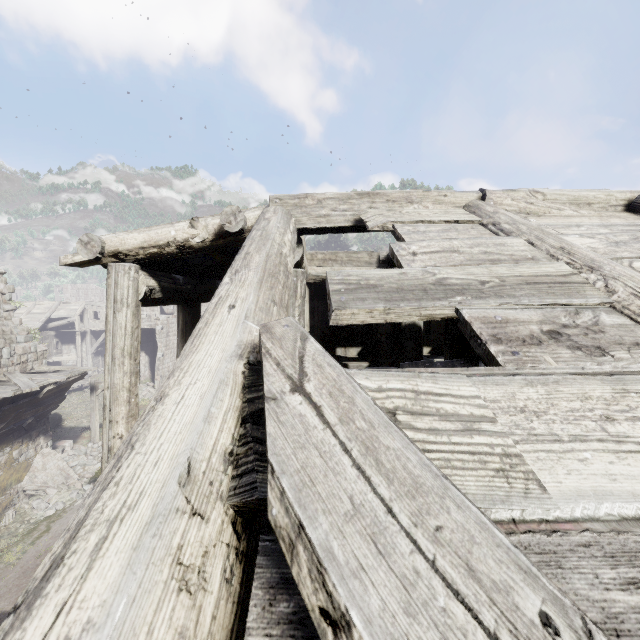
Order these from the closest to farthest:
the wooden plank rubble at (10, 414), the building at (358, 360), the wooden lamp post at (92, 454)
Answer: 1. the building at (358, 360)
2. the wooden plank rubble at (10, 414)
3. the wooden lamp post at (92, 454)

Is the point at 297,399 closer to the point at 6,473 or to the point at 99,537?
the point at 99,537

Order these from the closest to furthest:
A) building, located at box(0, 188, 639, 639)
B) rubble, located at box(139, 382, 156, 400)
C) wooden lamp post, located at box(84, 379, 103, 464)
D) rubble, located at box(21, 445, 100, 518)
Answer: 1. building, located at box(0, 188, 639, 639)
2. rubble, located at box(21, 445, 100, 518)
3. wooden lamp post, located at box(84, 379, 103, 464)
4. rubble, located at box(139, 382, 156, 400)

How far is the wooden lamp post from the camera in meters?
17.7

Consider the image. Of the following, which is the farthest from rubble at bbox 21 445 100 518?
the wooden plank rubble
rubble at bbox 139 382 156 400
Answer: rubble at bbox 139 382 156 400

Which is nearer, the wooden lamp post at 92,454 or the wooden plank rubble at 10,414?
the wooden plank rubble at 10,414

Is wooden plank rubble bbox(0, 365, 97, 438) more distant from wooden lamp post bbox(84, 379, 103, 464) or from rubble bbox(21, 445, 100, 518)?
rubble bbox(21, 445, 100, 518)

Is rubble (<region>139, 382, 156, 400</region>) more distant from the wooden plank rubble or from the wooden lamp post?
the wooden plank rubble
